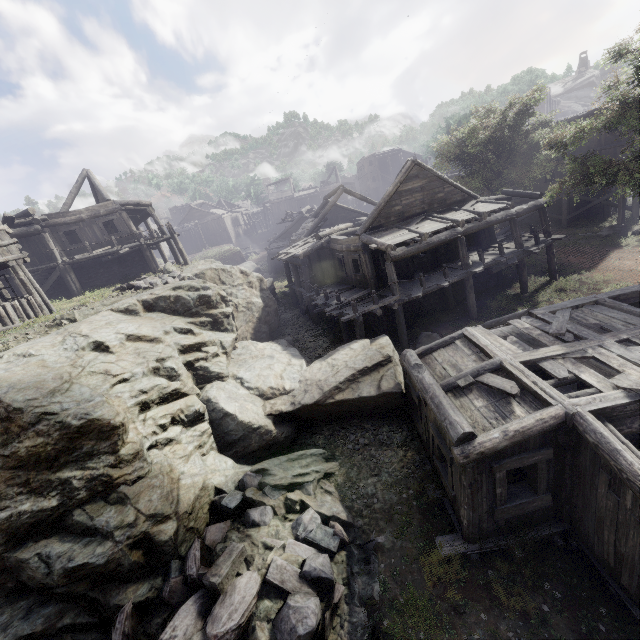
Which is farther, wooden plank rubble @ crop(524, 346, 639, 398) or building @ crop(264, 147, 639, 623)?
wooden plank rubble @ crop(524, 346, 639, 398)

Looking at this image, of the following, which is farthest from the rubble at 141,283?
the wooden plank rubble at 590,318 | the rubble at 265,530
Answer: the wooden plank rubble at 590,318

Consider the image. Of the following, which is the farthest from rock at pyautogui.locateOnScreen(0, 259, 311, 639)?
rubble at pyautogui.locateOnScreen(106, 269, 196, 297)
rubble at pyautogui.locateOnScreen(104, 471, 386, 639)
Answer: rubble at pyautogui.locateOnScreen(106, 269, 196, 297)

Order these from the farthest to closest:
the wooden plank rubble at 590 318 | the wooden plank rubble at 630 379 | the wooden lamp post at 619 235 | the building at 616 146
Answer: the building at 616 146, the wooden lamp post at 619 235, the wooden plank rubble at 590 318, the wooden plank rubble at 630 379

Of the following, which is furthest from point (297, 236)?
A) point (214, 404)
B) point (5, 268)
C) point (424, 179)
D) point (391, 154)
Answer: point (391, 154)

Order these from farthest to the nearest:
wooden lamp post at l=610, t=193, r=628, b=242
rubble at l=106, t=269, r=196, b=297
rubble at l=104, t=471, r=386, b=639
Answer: wooden lamp post at l=610, t=193, r=628, b=242
rubble at l=106, t=269, r=196, b=297
rubble at l=104, t=471, r=386, b=639

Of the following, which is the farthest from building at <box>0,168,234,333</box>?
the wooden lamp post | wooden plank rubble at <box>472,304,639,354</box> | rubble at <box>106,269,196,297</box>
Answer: the wooden lamp post

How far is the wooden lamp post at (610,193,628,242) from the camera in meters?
22.7
